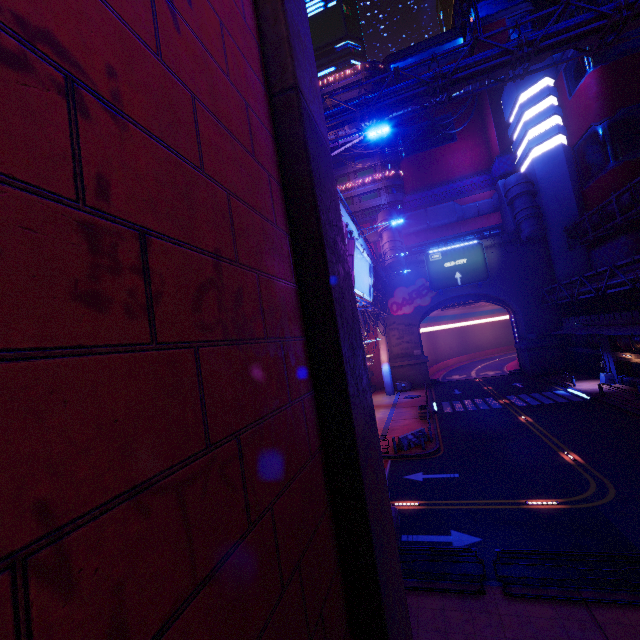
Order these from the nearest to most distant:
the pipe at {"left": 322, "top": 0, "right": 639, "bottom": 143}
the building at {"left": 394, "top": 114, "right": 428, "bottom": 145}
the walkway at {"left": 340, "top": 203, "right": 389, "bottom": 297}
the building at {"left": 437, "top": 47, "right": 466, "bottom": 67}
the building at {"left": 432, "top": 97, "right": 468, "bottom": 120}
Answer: the pipe at {"left": 322, "top": 0, "right": 639, "bottom": 143} < the walkway at {"left": 340, "top": 203, "right": 389, "bottom": 297} < the building at {"left": 432, "top": 97, "right": 468, "bottom": 120} < the building at {"left": 437, "top": 47, "right": 466, "bottom": 67} < the building at {"left": 394, "top": 114, "right": 428, "bottom": 145}

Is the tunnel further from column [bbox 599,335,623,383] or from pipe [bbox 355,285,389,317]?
column [bbox 599,335,623,383]

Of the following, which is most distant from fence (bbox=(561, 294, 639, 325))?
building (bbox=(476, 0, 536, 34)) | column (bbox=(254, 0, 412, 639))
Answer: column (bbox=(254, 0, 412, 639))

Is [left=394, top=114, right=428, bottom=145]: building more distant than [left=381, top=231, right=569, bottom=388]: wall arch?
Yes

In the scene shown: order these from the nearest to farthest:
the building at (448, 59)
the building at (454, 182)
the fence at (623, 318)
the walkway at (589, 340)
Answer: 1. the fence at (623, 318)
2. the building at (454, 182)
3. the walkway at (589, 340)
4. the building at (448, 59)

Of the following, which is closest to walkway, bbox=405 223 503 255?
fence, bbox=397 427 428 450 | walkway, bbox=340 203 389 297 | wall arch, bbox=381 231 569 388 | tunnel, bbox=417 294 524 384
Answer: wall arch, bbox=381 231 569 388

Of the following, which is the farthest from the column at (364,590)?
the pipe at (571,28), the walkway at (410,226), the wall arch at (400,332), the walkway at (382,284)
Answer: the walkway at (410,226)

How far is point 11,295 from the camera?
0.9m
